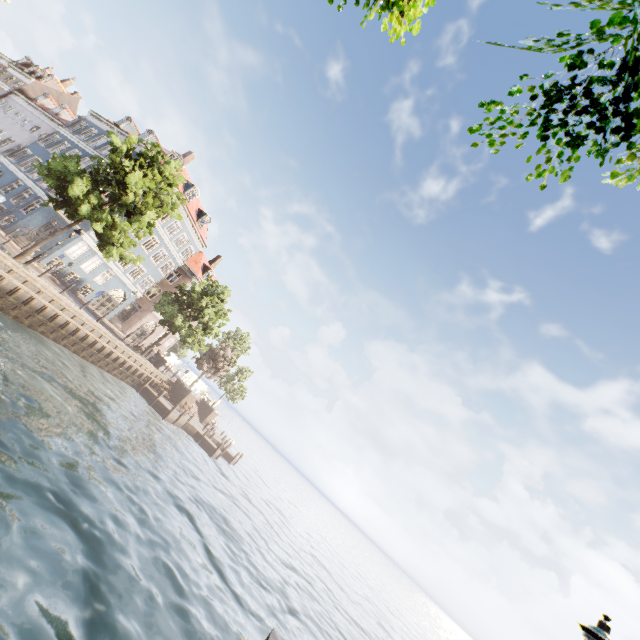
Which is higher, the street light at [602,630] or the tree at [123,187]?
the tree at [123,187]

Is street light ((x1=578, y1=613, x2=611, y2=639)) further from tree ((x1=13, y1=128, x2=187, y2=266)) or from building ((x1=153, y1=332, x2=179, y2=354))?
building ((x1=153, y1=332, x2=179, y2=354))

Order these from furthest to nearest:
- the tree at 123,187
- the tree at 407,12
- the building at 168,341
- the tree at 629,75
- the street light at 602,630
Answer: the building at 168,341 < the tree at 123,187 < the street light at 602,630 < the tree at 407,12 < the tree at 629,75

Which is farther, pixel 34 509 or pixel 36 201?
pixel 36 201

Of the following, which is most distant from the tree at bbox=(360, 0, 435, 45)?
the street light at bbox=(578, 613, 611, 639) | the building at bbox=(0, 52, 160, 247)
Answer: the street light at bbox=(578, 613, 611, 639)

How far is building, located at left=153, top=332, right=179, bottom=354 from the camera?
43.2m
